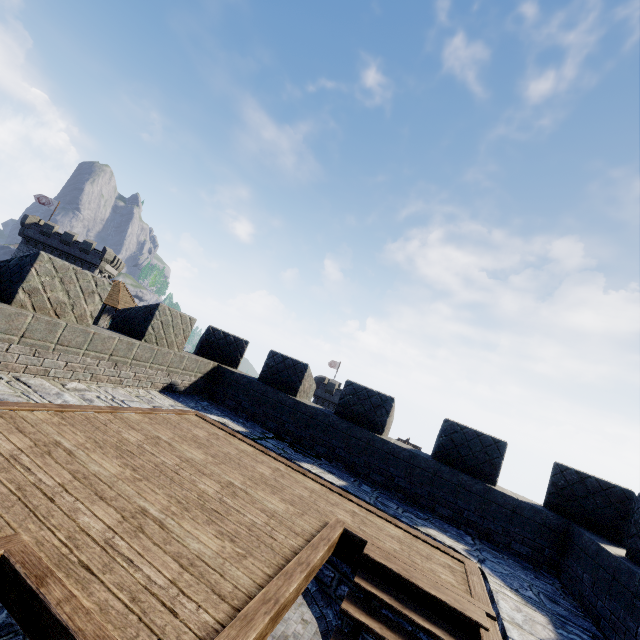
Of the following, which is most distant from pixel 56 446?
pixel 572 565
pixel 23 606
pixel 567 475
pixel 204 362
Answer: pixel 567 475
